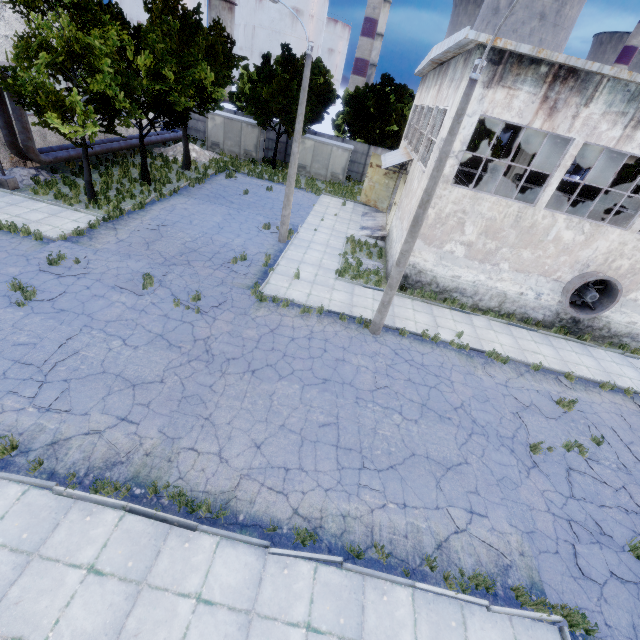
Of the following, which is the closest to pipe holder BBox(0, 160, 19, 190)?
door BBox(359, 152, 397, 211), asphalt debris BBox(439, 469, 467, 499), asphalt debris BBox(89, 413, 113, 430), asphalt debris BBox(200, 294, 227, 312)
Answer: asphalt debris BBox(200, 294, 227, 312)

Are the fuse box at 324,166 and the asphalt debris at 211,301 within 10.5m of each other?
no

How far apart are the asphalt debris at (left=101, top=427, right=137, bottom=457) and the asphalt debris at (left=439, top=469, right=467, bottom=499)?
7.6m

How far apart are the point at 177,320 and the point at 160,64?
14.8m

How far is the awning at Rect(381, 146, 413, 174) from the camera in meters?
19.3 m

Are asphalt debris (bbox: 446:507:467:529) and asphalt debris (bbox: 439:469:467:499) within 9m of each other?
yes

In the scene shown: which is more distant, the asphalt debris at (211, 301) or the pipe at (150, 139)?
the pipe at (150, 139)

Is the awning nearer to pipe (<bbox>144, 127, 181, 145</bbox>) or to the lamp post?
the lamp post
